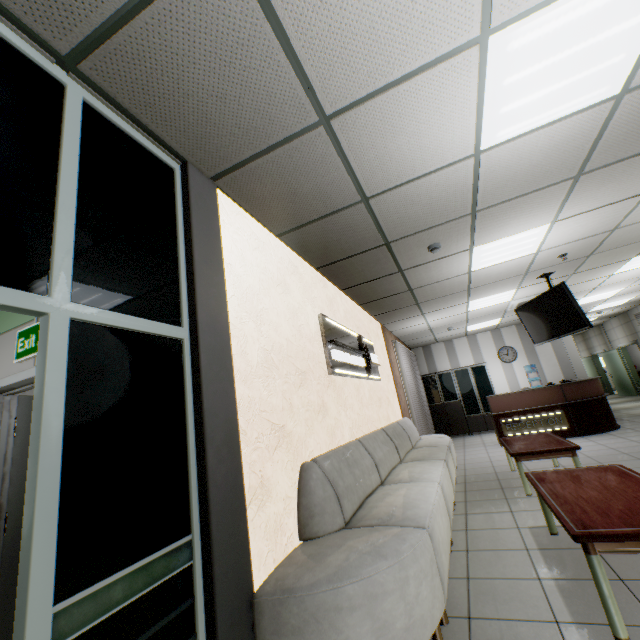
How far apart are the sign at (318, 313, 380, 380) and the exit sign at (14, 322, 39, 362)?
2.50m

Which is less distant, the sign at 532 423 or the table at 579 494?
the table at 579 494

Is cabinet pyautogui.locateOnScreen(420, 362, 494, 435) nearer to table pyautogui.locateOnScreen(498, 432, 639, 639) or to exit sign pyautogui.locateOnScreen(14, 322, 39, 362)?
table pyautogui.locateOnScreen(498, 432, 639, 639)

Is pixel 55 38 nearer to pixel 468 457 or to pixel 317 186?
pixel 317 186

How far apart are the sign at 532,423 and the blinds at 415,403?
1.8m

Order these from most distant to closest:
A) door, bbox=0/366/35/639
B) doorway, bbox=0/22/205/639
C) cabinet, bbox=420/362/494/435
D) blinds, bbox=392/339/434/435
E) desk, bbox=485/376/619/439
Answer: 1. cabinet, bbox=420/362/494/435
2. blinds, bbox=392/339/434/435
3. desk, bbox=485/376/619/439
4. door, bbox=0/366/35/639
5. doorway, bbox=0/22/205/639

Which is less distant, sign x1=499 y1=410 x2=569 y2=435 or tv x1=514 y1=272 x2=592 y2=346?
tv x1=514 y1=272 x2=592 y2=346

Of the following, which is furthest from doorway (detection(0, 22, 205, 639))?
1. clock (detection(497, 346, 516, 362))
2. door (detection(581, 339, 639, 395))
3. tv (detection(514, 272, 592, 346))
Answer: door (detection(581, 339, 639, 395))
